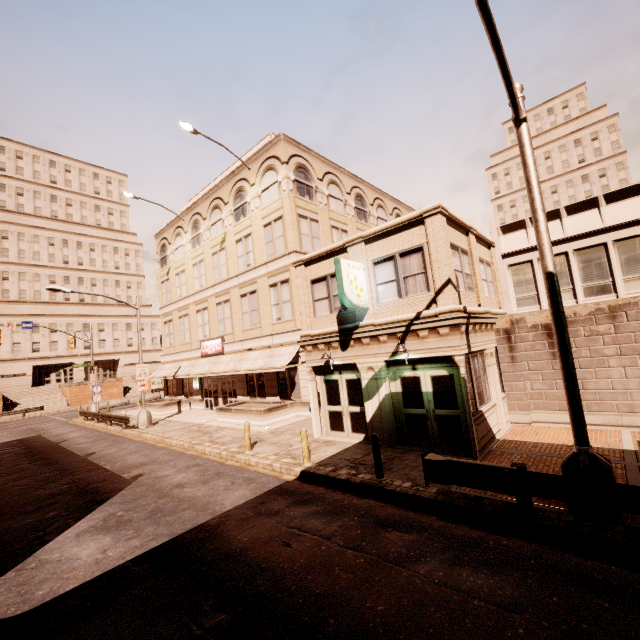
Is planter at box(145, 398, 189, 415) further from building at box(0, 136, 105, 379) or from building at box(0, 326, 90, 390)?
building at box(0, 136, 105, 379)

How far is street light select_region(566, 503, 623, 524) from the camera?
6.0m

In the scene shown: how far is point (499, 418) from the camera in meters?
12.3 m

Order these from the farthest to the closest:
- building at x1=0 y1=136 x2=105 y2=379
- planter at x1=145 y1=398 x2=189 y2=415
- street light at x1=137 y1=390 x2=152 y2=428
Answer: building at x1=0 y1=136 x2=105 y2=379, planter at x1=145 y1=398 x2=189 y2=415, street light at x1=137 y1=390 x2=152 y2=428

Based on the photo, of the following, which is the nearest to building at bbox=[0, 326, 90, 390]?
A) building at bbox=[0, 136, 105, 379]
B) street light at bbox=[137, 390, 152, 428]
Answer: building at bbox=[0, 136, 105, 379]

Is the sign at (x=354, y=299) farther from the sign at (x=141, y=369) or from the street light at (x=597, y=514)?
the sign at (x=141, y=369)

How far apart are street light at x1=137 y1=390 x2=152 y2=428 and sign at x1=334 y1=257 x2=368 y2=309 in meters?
17.8 m

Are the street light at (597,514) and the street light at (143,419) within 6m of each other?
no
